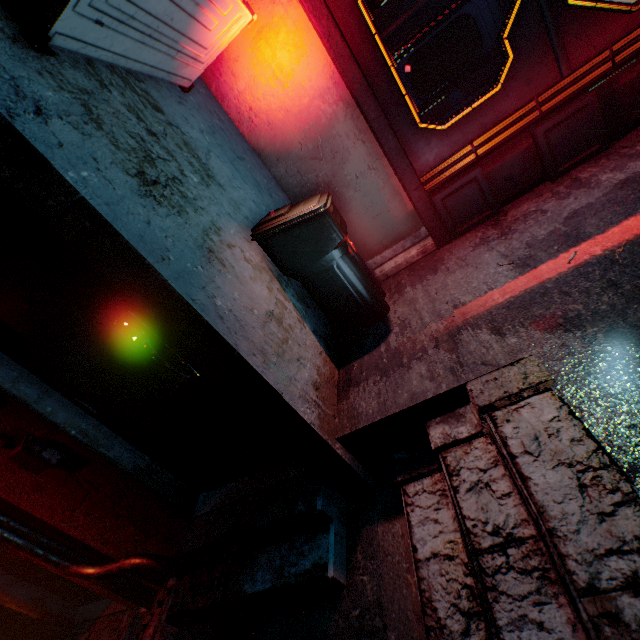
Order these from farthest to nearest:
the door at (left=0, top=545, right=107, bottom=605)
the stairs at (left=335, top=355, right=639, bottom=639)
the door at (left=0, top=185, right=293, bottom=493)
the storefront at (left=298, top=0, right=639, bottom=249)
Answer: the door at (left=0, top=545, right=107, bottom=605) → the storefront at (left=298, top=0, right=639, bottom=249) → the door at (left=0, top=185, right=293, bottom=493) → the stairs at (left=335, top=355, right=639, bottom=639)

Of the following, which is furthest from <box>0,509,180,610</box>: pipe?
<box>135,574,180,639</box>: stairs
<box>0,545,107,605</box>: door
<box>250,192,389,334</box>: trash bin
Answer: <box>250,192,389,334</box>: trash bin

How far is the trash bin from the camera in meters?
2.0

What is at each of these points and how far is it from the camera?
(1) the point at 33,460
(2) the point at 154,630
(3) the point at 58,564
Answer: (1) mailbox, 1.9m
(2) stairs, 2.2m
(3) pipe, 2.3m

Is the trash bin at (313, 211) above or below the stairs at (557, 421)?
above

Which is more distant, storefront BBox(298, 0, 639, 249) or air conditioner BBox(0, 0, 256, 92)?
storefront BBox(298, 0, 639, 249)

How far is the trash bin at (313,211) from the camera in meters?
2.0 m

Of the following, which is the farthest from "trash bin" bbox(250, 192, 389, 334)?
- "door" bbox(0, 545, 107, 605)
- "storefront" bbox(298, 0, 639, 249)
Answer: "door" bbox(0, 545, 107, 605)
